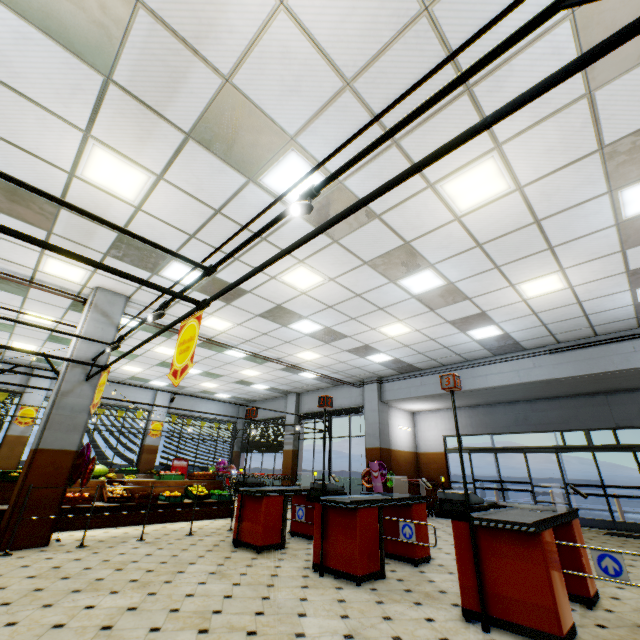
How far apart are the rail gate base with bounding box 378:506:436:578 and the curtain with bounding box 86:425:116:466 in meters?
14.5 m

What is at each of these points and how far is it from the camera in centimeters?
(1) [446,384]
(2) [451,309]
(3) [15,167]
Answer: (1) sign, 408cm
(2) building, 779cm
(3) building, 440cm

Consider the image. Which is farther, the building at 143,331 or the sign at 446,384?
the building at 143,331

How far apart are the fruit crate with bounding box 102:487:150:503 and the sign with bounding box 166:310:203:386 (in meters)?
6.44

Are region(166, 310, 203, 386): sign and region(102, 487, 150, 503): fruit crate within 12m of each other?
yes

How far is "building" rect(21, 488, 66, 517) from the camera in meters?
→ 5.6 m

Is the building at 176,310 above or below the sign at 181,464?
above

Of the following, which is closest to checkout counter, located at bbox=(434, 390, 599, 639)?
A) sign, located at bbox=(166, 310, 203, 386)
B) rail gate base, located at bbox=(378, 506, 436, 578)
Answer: rail gate base, located at bbox=(378, 506, 436, 578)
